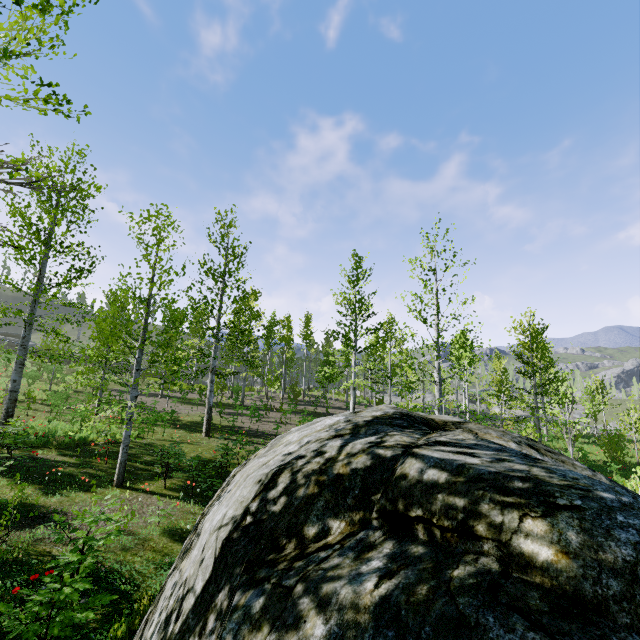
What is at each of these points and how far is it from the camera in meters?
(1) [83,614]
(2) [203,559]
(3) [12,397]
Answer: (1) instancedfoliageactor, 3.5
(2) rock, 2.4
(3) instancedfoliageactor, 11.4

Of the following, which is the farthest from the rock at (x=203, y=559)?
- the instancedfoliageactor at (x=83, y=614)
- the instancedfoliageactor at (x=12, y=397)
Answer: the instancedfoliageactor at (x=83, y=614)

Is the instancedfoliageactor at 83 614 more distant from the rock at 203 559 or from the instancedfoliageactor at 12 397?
the rock at 203 559

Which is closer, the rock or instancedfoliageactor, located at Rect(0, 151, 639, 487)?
the rock

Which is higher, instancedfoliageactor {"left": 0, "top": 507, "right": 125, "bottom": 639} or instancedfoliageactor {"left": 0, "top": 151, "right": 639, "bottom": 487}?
instancedfoliageactor {"left": 0, "top": 151, "right": 639, "bottom": 487}

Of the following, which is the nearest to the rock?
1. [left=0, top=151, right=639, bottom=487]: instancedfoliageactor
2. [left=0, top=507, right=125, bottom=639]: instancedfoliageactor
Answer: [left=0, top=151, right=639, bottom=487]: instancedfoliageactor
